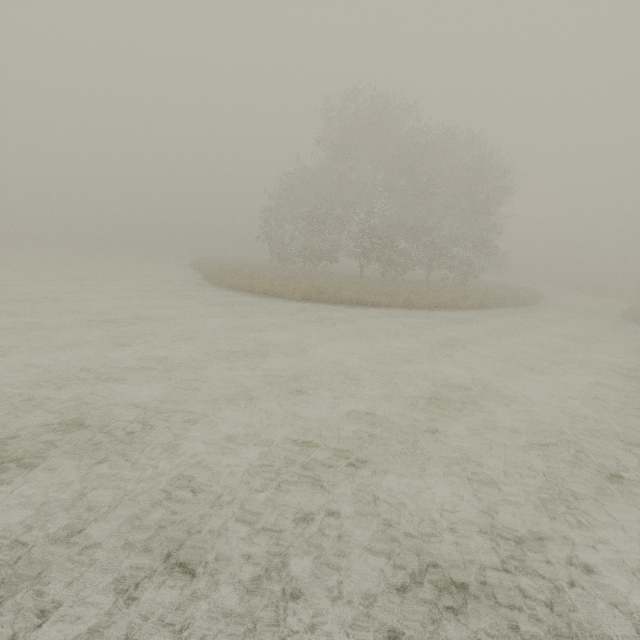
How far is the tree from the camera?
42.1m

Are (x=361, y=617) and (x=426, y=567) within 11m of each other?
yes

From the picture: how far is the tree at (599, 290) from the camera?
42.1m
